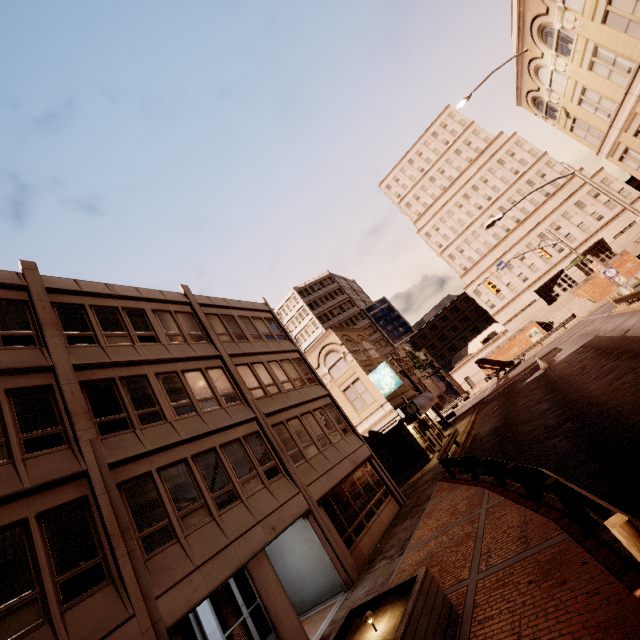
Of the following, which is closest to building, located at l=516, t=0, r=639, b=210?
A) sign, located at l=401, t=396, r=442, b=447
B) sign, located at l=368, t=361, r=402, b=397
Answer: sign, located at l=401, t=396, r=442, b=447

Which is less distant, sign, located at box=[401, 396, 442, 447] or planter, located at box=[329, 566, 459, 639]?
planter, located at box=[329, 566, 459, 639]

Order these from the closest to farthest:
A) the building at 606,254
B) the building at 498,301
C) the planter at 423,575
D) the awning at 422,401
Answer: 1. the planter at 423,575
2. the awning at 422,401
3. the building at 606,254
4. the building at 498,301

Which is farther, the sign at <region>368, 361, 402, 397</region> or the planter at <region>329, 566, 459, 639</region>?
the sign at <region>368, 361, 402, 397</region>

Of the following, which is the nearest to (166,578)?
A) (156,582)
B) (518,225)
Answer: (156,582)

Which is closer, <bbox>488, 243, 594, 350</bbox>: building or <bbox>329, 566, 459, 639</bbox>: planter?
<bbox>329, 566, 459, 639</bbox>: planter

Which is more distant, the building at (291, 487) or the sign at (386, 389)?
the sign at (386, 389)

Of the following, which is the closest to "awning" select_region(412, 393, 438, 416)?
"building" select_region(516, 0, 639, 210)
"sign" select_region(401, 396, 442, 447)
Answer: "sign" select_region(401, 396, 442, 447)
